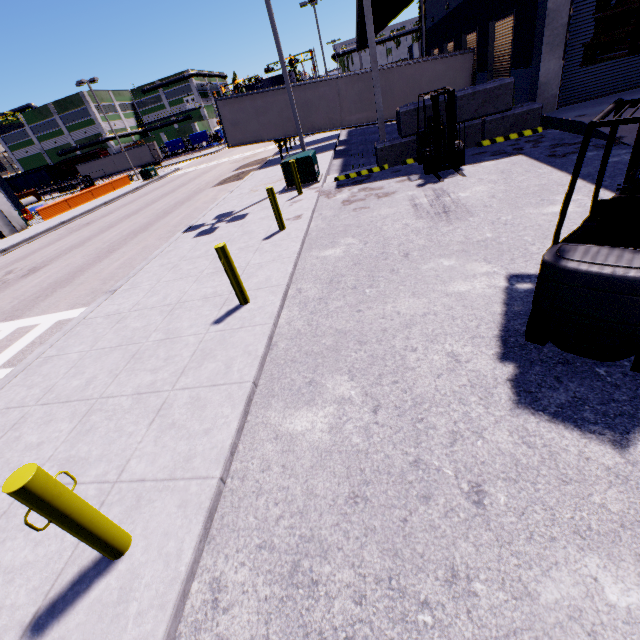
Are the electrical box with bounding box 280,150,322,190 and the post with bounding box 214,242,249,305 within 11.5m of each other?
yes

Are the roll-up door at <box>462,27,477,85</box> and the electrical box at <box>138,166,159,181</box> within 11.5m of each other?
no

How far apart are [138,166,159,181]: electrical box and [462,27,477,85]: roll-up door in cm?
3107

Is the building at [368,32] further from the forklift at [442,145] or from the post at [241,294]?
the post at [241,294]

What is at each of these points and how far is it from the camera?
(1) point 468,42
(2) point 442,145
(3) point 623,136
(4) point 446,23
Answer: (1) roll-up door, 19.1m
(2) forklift, 9.9m
(3) building, 8.7m
(4) building, 22.1m

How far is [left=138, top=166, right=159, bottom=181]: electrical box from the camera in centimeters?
3497cm

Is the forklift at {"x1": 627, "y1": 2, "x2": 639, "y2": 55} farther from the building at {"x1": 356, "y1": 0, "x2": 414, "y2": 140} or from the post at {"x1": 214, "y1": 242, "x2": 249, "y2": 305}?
the post at {"x1": 214, "y1": 242, "x2": 249, "y2": 305}

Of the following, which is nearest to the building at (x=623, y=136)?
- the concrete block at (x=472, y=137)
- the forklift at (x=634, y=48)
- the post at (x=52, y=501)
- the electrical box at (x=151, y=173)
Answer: the concrete block at (x=472, y=137)
